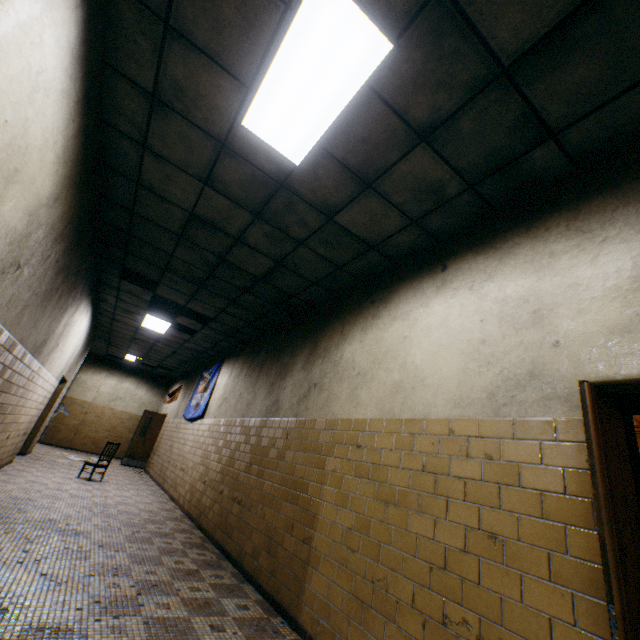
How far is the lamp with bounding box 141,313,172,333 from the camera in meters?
8.3

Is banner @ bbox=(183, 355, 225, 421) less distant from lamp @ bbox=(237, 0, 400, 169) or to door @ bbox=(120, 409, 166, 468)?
door @ bbox=(120, 409, 166, 468)

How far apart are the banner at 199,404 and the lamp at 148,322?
1.67m

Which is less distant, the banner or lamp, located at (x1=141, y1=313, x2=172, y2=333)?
lamp, located at (x1=141, y1=313, x2=172, y2=333)

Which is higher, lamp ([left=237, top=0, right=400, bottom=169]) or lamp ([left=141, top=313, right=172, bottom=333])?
lamp ([left=141, top=313, right=172, bottom=333])

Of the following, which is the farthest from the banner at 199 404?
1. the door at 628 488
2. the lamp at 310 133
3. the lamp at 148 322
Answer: the door at 628 488

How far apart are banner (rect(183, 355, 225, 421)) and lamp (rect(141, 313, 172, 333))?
1.7 meters

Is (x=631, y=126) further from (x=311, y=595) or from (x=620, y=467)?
(x=311, y=595)
